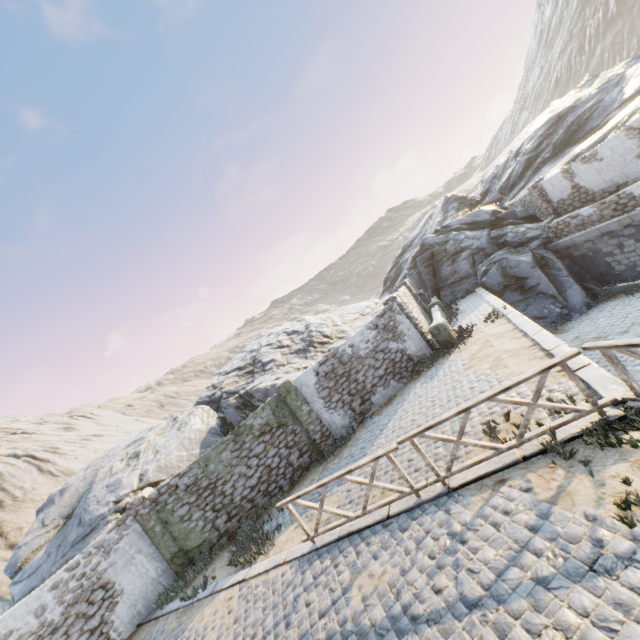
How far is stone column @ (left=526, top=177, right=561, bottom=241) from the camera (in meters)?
17.05

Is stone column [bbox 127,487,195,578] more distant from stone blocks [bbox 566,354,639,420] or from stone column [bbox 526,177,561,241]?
stone column [bbox 526,177,561,241]

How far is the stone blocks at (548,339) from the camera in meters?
7.7 m

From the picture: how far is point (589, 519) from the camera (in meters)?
4.00

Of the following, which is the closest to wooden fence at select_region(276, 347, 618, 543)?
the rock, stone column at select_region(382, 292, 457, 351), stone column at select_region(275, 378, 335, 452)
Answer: stone column at select_region(275, 378, 335, 452)

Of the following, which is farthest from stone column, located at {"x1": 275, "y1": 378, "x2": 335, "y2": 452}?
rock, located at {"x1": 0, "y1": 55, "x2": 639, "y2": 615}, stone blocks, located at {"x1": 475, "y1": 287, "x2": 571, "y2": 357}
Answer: stone blocks, located at {"x1": 475, "y1": 287, "x2": 571, "y2": 357}

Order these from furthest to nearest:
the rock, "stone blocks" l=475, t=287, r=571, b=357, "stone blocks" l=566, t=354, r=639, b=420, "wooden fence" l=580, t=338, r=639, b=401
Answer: the rock < "stone blocks" l=475, t=287, r=571, b=357 < "stone blocks" l=566, t=354, r=639, b=420 < "wooden fence" l=580, t=338, r=639, b=401

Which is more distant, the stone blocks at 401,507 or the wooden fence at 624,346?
the stone blocks at 401,507
